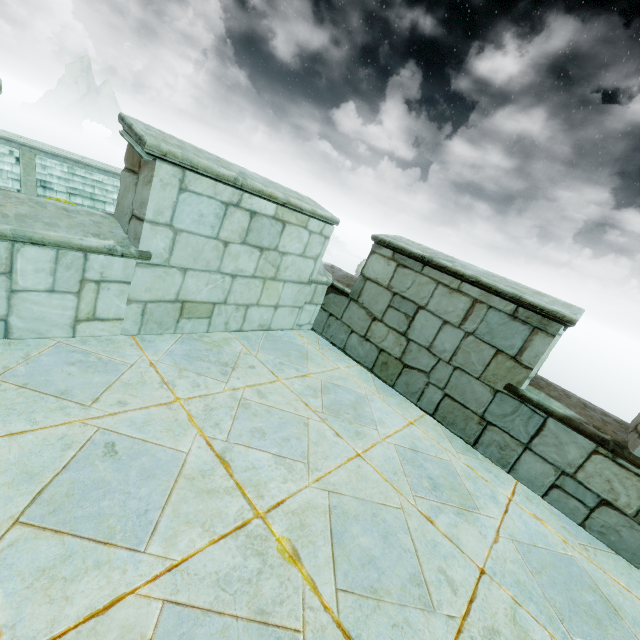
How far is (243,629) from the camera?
1.3m
